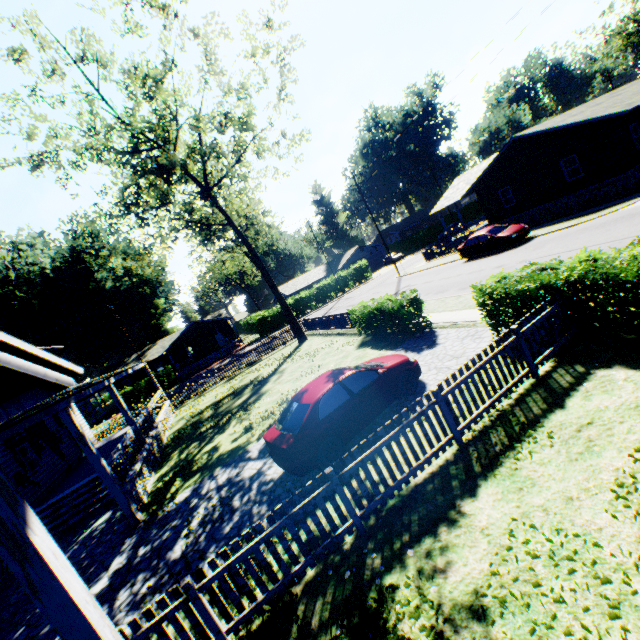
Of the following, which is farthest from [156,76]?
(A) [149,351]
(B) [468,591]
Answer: (A) [149,351]

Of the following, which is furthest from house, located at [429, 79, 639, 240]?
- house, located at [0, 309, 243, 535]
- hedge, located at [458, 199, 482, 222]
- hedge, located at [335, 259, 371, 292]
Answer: house, located at [0, 309, 243, 535]

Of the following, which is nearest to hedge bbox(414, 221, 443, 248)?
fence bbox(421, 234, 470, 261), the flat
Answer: fence bbox(421, 234, 470, 261)

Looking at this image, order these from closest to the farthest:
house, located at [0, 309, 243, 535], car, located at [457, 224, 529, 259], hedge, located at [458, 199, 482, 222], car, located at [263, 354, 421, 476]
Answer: car, located at [263, 354, 421, 476], house, located at [0, 309, 243, 535], car, located at [457, 224, 529, 259], hedge, located at [458, 199, 482, 222]

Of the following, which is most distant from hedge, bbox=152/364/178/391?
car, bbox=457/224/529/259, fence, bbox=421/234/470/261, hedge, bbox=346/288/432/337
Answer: car, bbox=457/224/529/259

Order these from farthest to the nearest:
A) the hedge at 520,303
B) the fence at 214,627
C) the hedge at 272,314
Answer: the hedge at 272,314 < the hedge at 520,303 < the fence at 214,627

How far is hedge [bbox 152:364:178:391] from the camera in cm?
3941

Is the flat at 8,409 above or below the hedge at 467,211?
above
